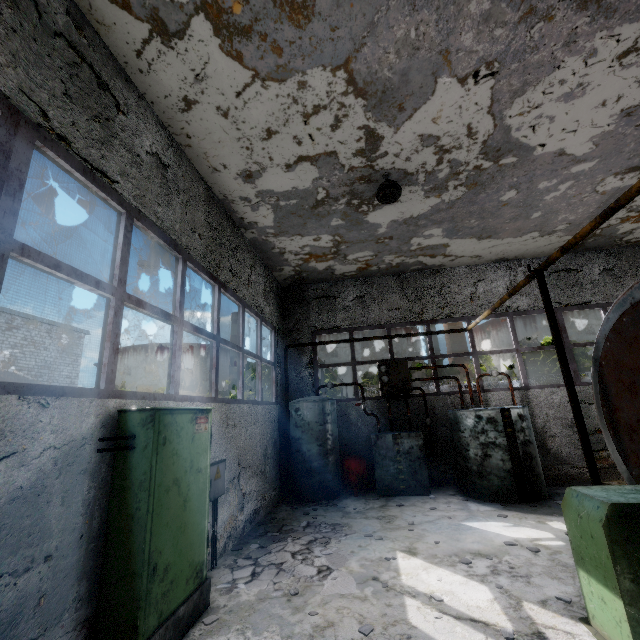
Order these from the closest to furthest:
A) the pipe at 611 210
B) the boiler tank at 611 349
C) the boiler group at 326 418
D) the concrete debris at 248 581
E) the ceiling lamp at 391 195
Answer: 1. the boiler tank at 611 349
2. the pipe at 611 210
3. the concrete debris at 248 581
4. the ceiling lamp at 391 195
5. the boiler group at 326 418

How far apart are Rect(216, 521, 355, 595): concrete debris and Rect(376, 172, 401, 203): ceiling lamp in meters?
6.5 m

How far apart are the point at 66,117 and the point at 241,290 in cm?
471

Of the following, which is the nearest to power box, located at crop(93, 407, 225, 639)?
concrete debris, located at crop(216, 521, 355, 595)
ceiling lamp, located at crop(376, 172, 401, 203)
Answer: concrete debris, located at crop(216, 521, 355, 595)

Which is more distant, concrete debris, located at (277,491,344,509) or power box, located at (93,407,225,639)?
concrete debris, located at (277,491,344,509)

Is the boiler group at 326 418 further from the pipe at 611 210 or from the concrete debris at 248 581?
the pipe at 611 210

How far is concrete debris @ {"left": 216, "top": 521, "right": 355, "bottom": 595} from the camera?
4.5 meters

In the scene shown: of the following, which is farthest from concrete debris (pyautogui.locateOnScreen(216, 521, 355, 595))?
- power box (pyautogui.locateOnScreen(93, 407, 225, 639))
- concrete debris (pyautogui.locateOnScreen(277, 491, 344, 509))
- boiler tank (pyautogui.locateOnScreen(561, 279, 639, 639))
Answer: boiler tank (pyautogui.locateOnScreen(561, 279, 639, 639))
